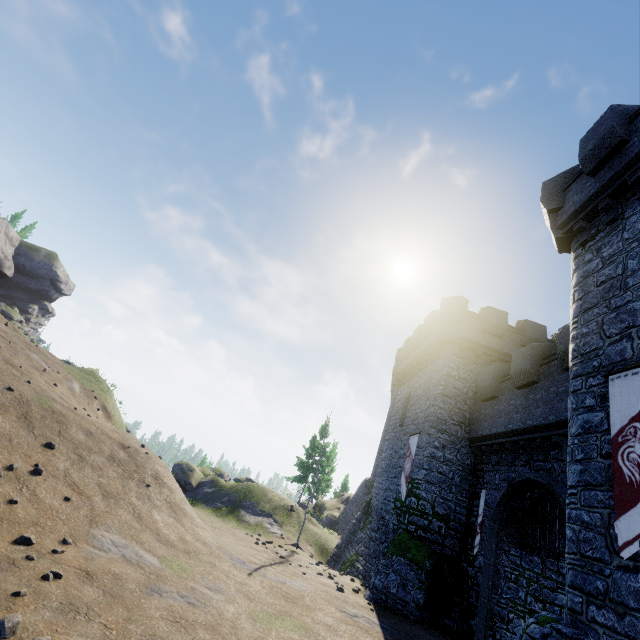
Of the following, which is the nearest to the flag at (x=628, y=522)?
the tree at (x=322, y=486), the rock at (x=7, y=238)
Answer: the tree at (x=322, y=486)

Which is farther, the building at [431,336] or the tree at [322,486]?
the tree at [322,486]

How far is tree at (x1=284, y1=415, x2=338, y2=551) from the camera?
21.6 meters

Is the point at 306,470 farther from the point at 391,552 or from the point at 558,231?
the point at 558,231

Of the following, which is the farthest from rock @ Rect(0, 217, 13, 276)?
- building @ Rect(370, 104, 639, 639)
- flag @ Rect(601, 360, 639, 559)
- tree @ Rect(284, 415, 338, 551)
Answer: flag @ Rect(601, 360, 639, 559)

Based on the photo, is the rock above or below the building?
above

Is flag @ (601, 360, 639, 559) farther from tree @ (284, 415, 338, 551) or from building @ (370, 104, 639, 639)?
tree @ (284, 415, 338, 551)
